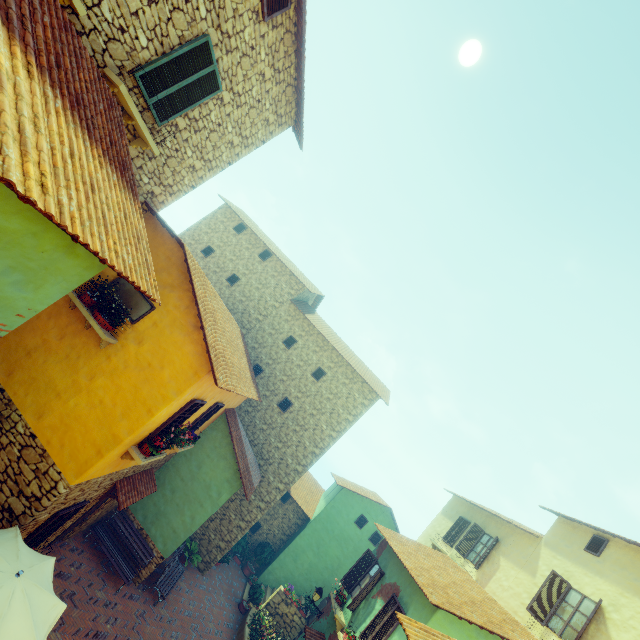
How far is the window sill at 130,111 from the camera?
5.43m

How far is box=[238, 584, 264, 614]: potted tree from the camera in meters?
15.8

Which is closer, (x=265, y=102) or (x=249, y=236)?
(x=265, y=102)

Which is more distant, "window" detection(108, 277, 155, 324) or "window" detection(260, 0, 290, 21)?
"window" detection(108, 277, 155, 324)

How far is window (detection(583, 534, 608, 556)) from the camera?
11.1m

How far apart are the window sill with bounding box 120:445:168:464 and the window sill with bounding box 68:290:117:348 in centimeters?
242cm

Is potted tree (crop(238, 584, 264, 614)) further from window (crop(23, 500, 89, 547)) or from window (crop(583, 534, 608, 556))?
window (crop(583, 534, 608, 556))

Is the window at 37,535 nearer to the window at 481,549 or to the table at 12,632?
the table at 12,632
